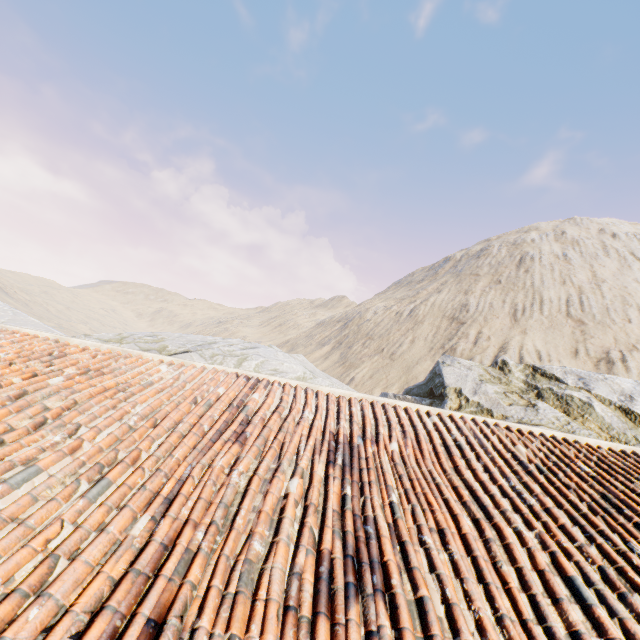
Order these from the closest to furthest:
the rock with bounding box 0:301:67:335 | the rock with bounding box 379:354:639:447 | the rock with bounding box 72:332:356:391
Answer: the rock with bounding box 379:354:639:447, the rock with bounding box 72:332:356:391, the rock with bounding box 0:301:67:335

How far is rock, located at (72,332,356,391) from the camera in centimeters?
1561cm

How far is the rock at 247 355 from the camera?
15.6m

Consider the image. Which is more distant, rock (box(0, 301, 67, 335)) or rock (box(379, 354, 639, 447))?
rock (box(0, 301, 67, 335))

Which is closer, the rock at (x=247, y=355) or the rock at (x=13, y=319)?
the rock at (x=247, y=355)

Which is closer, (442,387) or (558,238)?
(442,387)
